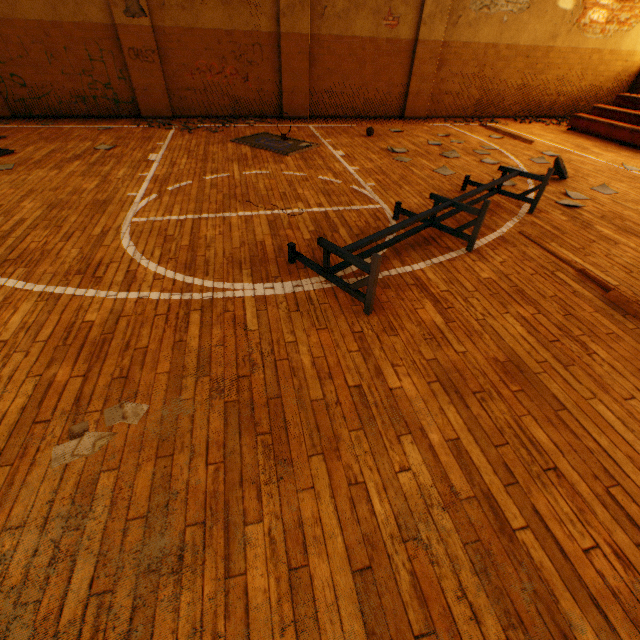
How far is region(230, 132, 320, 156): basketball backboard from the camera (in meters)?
7.09

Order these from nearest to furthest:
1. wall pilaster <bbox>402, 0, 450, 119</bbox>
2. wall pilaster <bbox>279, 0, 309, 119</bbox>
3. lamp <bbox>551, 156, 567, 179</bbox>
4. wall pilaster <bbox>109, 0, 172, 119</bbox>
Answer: lamp <bbox>551, 156, 567, 179</bbox>, wall pilaster <bbox>109, 0, 172, 119</bbox>, wall pilaster <bbox>279, 0, 309, 119</bbox>, wall pilaster <bbox>402, 0, 450, 119</bbox>

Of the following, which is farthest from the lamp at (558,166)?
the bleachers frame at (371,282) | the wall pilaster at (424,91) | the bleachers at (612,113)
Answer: the wall pilaster at (424,91)

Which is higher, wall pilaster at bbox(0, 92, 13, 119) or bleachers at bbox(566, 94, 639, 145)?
bleachers at bbox(566, 94, 639, 145)

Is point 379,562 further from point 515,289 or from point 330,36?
point 330,36

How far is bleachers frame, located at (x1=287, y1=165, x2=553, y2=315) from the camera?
2.9m

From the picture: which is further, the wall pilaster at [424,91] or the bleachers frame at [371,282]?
the wall pilaster at [424,91]

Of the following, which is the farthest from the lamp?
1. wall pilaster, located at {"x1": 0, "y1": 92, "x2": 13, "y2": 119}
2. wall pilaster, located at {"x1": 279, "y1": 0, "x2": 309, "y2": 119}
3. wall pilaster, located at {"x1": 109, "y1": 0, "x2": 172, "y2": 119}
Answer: wall pilaster, located at {"x1": 0, "y1": 92, "x2": 13, "y2": 119}
